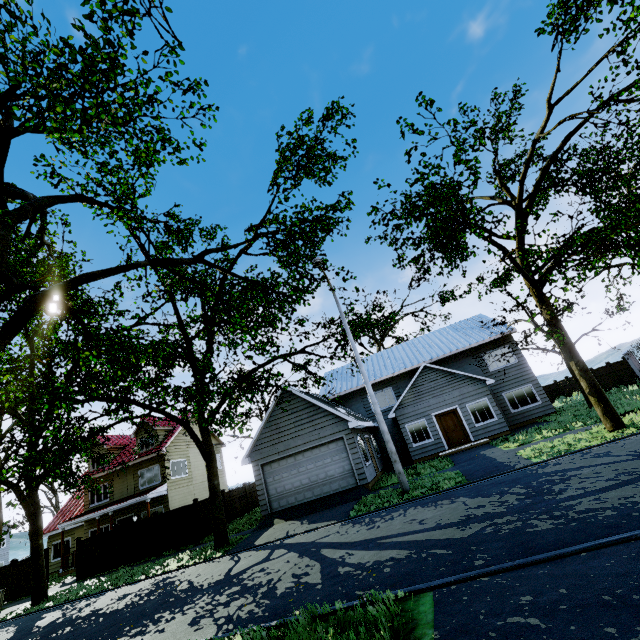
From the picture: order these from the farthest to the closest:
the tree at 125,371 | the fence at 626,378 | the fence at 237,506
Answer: the fence at 626,378, the fence at 237,506, the tree at 125,371

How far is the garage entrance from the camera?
15.0m

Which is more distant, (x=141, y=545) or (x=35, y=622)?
(x=141, y=545)

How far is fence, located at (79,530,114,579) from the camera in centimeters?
1880cm

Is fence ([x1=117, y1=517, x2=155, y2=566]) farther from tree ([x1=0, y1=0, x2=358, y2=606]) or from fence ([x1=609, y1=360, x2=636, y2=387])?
fence ([x1=609, y1=360, x2=636, y2=387])

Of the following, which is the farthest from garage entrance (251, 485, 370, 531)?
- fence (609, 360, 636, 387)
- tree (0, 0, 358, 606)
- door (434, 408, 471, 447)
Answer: fence (609, 360, 636, 387)

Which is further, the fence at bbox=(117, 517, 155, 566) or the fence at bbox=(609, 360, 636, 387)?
the fence at bbox=(609, 360, 636, 387)

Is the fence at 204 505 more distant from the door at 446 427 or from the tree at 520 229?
the door at 446 427
